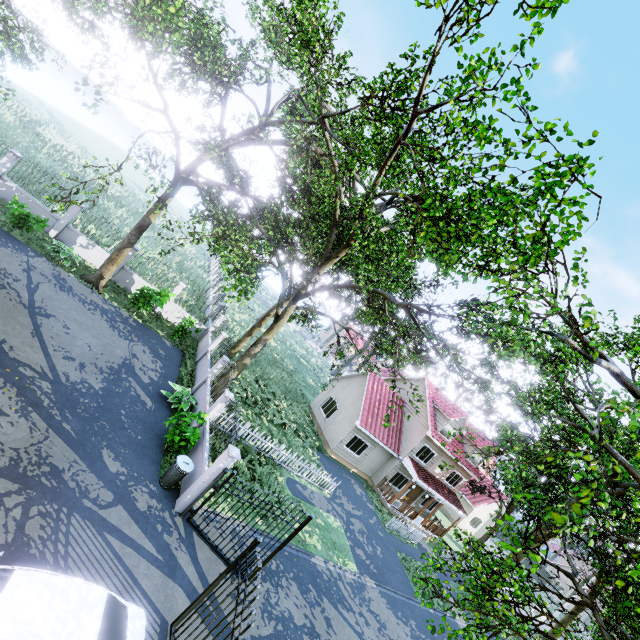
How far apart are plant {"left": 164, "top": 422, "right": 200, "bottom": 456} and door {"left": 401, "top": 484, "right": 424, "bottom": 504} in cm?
2103

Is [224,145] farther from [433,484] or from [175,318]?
[433,484]

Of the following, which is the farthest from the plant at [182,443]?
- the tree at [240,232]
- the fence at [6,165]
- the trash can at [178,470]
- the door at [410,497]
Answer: the door at [410,497]

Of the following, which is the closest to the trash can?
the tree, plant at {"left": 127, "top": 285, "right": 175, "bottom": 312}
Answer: the tree

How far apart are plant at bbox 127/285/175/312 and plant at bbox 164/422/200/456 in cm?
785

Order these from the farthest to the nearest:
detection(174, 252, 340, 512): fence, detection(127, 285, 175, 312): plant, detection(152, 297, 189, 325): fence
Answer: detection(152, 297, 189, 325): fence < detection(127, 285, 175, 312): plant < detection(174, 252, 340, 512): fence

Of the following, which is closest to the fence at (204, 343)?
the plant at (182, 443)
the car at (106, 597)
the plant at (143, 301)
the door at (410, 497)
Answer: the plant at (182, 443)

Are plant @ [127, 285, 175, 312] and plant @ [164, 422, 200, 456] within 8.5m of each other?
yes
